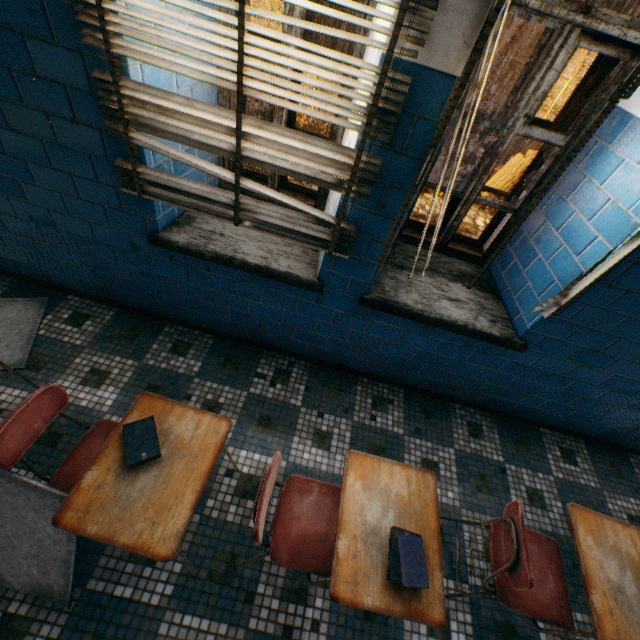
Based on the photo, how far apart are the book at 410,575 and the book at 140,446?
1.0m

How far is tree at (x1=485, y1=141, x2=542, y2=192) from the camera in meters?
7.8

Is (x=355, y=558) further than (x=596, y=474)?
No

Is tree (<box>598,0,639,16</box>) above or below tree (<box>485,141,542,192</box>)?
above

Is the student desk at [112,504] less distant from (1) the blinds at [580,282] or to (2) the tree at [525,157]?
(1) the blinds at [580,282]

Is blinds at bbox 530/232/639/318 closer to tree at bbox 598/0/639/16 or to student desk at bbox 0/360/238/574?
student desk at bbox 0/360/238/574

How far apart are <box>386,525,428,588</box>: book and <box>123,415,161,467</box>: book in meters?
1.0

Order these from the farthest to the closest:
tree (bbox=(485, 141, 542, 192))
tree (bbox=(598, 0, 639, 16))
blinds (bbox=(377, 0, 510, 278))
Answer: tree (bbox=(485, 141, 542, 192))
tree (bbox=(598, 0, 639, 16))
blinds (bbox=(377, 0, 510, 278))
